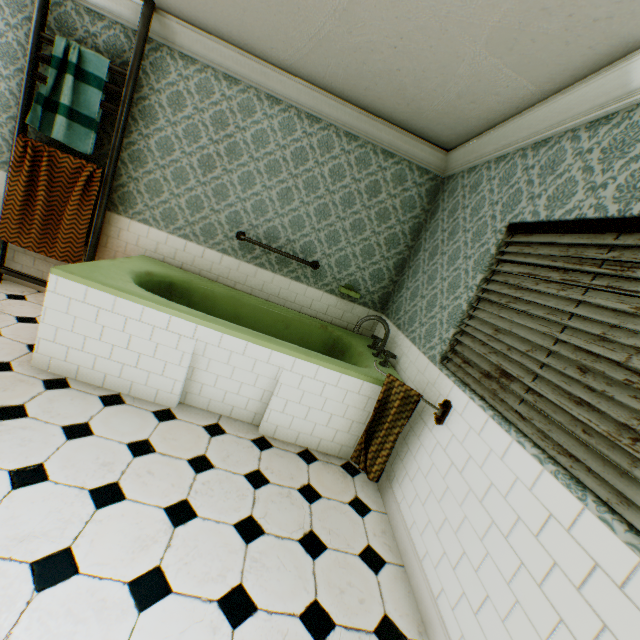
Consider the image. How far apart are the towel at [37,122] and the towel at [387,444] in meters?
3.6

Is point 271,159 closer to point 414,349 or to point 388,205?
point 388,205

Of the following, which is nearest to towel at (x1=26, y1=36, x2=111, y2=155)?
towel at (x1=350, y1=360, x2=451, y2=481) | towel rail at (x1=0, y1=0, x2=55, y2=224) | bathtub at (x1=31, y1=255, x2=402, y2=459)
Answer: towel rail at (x1=0, y1=0, x2=55, y2=224)

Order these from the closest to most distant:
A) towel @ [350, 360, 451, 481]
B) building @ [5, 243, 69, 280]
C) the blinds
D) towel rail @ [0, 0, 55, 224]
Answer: the blinds
towel @ [350, 360, 451, 481]
towel rail @ [0, 0, 55, 224]
building @ [5, 243, 69, 280]

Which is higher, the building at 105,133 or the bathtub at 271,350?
the building at 105,133

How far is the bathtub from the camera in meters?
2.5

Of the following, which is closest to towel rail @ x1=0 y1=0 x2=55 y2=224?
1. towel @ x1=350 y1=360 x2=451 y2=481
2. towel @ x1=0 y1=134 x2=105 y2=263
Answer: towel @ x1=0 y1=134 x2=105 y2=263

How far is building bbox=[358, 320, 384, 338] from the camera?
4.0 meters
